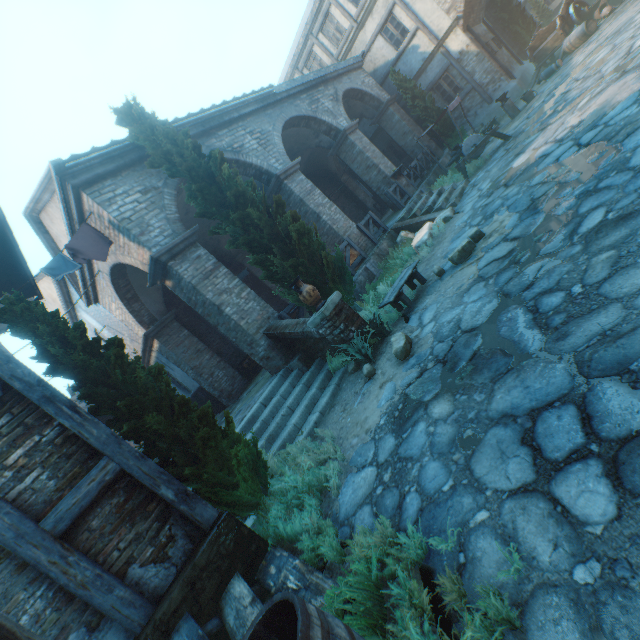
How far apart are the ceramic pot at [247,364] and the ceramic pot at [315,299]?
6.3m

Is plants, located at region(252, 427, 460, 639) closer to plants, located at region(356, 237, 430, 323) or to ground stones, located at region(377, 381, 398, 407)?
ground stones, located at region(377, 381, 398, 407)

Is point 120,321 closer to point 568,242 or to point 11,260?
point 11,260

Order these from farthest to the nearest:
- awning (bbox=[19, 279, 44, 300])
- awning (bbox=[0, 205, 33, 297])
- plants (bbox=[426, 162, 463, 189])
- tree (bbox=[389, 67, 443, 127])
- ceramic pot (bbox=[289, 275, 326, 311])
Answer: tree (bbox=[389, 67, 443, 127]) → plants (bbox=[426, 162, 463, 189]) → awning (bbox=[19, 279, 44, 300]) → ceramic pot (bbox=[289, 275, 326, 311]) → awning (bbox=[0, 205, 33, 297])

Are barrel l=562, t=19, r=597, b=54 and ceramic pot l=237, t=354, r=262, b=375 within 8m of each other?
no

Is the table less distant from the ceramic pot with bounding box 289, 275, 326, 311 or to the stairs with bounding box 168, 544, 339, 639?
the ceramic pot with bounding box 289, 275, 326, 311

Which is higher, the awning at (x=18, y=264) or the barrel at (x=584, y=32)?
the awning at (x=18, y=264)

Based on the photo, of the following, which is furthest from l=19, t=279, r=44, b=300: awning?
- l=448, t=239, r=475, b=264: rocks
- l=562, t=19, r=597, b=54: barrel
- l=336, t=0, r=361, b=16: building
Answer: l=562, t=19, r=597, b=54: barrel
